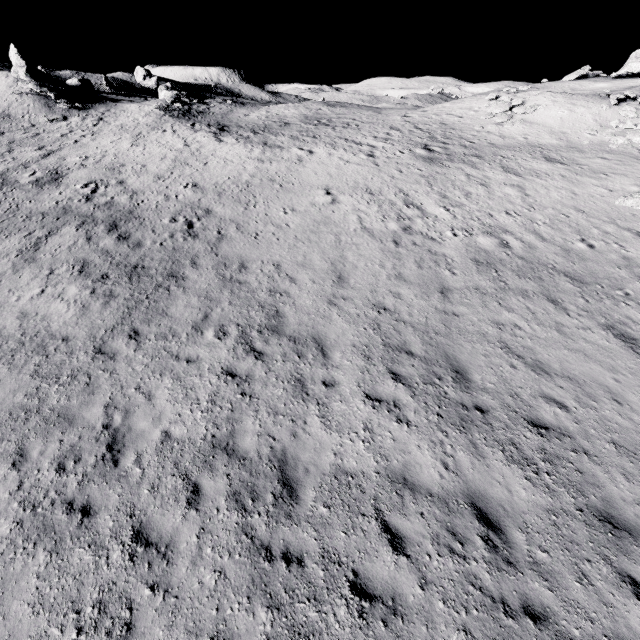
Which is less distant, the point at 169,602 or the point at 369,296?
the point at 169,602

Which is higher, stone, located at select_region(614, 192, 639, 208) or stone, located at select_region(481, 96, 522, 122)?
stone, located at select_region(481, 96, 522, 122)

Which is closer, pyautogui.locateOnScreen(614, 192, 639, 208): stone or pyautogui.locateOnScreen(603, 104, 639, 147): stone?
pyautogui.locateOnScreen(614, 192, 639, 208): stone

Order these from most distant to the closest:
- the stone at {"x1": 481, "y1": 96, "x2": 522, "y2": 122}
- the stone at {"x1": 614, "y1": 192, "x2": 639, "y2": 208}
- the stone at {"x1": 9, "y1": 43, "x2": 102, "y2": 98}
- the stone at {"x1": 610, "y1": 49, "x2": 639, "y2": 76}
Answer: the stone at {"x1": 9, "y1": 43, "x2": 102, "y2": 98}
the stone at {"x1": 610, "y1": 49, "x2": 639, "y2": 76}
the stone at {"x1": 481, "y1": 96, "x2": 522, "y2": 122}
the stone at {"x1": 614, "y1": 192, "x2": 639, "y2": 208}

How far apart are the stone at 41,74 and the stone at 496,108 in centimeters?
4754cm

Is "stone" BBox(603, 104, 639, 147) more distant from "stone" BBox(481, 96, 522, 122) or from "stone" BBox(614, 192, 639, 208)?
"stone" BBox(614, 192, 639, 208)

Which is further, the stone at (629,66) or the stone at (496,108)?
the stone at (629,66)

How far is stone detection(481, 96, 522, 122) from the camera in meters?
27.6 m
